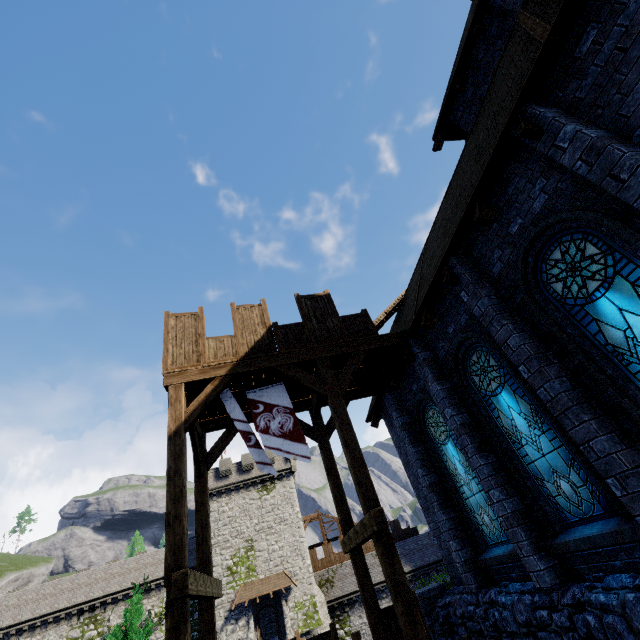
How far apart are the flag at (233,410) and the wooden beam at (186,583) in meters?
2.1

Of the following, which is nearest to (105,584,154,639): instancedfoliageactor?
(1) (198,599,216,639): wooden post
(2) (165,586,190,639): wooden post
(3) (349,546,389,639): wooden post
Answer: (1) (198,599,216,639): wooden post

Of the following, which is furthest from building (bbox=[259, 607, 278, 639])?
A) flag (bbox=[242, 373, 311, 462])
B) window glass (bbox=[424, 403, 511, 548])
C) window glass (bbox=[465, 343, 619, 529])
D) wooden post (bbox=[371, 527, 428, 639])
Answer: window glass (bbox=[465, 343, 619, 529])

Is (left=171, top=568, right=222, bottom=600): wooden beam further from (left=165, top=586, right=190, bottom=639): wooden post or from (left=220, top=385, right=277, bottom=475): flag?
(left=220, top=385, right=277, bottom=475): flag

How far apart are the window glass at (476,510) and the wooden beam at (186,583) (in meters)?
6.53

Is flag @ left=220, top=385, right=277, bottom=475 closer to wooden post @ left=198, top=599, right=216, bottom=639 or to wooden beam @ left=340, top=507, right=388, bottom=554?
wooden beam @ left=340, top=507, right=388, bottom=554

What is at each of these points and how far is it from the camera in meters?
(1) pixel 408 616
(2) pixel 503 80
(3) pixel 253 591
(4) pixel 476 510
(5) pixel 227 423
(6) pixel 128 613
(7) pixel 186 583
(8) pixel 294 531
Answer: (1) wooden post, 5.5 m
(2) building, 6.5 m
(3) awning, 30.9 m
(4) window glass, 8.4 m
(5) walkway, 10.4 m
(6) instancedfoliageactor, 17.9 m
(7) wooden beam, 5.1 m
(8) building, 34.8 m

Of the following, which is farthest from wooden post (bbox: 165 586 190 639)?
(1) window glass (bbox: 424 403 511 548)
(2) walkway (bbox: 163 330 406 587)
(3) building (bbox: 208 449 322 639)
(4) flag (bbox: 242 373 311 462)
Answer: (3) building (bbox: 208 449 322 639)
